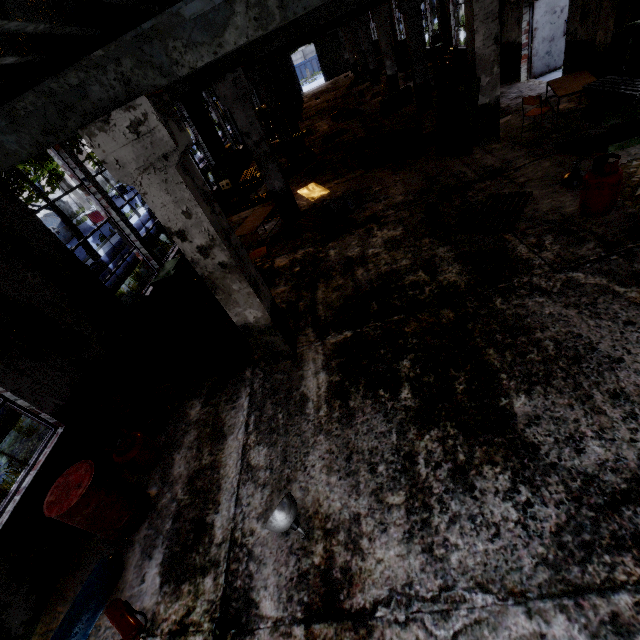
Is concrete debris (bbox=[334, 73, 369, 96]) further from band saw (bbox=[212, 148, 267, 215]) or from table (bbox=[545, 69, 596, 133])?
table (bbox=[545, 69, 596, 133])

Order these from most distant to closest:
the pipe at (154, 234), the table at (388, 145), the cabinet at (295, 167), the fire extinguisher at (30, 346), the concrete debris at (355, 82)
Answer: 1. the concrete debris at (355, 82)
2. the cabinet at (295, 167)
3. the pipe at (154, 234)
4. the table at (388, 145)
5. the fire extinguisher at (30, 346)

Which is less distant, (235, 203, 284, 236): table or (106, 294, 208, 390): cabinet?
(106, 294, 208, 390): cabinet

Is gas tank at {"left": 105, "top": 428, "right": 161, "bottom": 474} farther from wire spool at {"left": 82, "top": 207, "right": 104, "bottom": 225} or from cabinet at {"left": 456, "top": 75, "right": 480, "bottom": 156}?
wire spool at {"left": 82, "top": 207, "right": 104, "bottom": 225}

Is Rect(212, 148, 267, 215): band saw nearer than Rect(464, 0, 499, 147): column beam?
No

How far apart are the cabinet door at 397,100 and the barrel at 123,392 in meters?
→ 15.6 m

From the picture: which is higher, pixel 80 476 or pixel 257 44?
pixel 257 44

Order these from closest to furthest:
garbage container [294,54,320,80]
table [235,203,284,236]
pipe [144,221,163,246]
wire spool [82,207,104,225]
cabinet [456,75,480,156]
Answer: cabinet [456,75,480,156] → table [235,203,284,236] → pipe [144,221,163,246] → wire spool [82,207,104,225] → garbage container [294,54,320,80]
